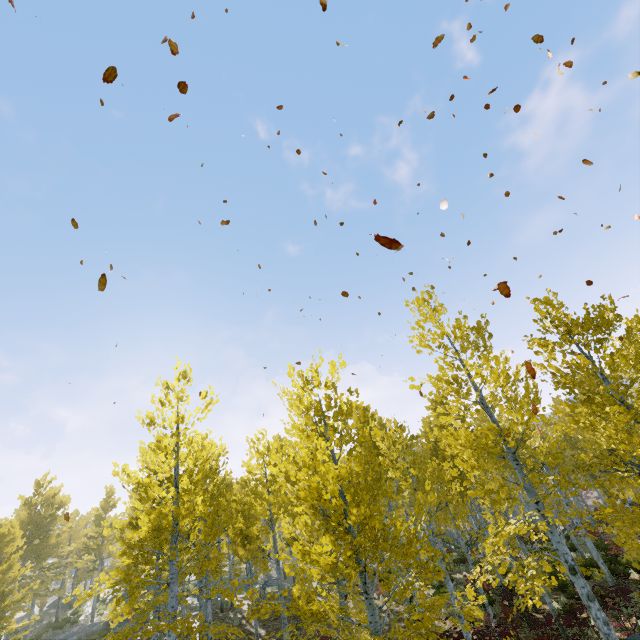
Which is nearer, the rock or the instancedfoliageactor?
the instancedfoliageactor

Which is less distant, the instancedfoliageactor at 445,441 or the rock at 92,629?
the instancedfoliageactor at 445,441

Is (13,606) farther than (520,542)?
Yes
